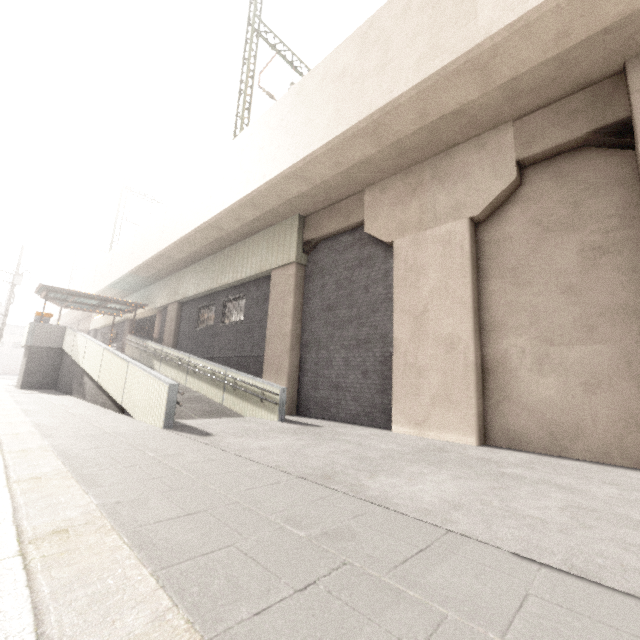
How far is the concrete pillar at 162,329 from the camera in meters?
17.9

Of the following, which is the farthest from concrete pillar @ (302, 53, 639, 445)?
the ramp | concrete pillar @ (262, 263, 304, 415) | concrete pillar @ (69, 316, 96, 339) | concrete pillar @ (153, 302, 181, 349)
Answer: concrete pillar @ (69, 316, 96, 339)

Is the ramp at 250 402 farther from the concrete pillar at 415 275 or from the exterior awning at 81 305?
the concrete pillar at 415 275

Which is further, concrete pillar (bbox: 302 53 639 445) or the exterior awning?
the exterior awning

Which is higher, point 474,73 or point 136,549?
point 474,73

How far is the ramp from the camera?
7.2m

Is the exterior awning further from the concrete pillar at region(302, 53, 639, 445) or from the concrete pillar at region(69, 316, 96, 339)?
the concrete pillar at region(302, 53, 639, 445)

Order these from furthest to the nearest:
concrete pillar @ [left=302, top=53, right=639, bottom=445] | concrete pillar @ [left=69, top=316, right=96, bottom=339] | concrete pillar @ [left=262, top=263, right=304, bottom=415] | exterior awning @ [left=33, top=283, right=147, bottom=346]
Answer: concrete pillar @ [left=69, top=316, right=96, bottom=339] → exterior awning @ [left=33, top=283, right=147, bottom=346] → concrete pillar @ [left=262, top=263, right=304, bottom=415] → concrete pillar @ [left=302, top=53, right=639, bottom=445]
